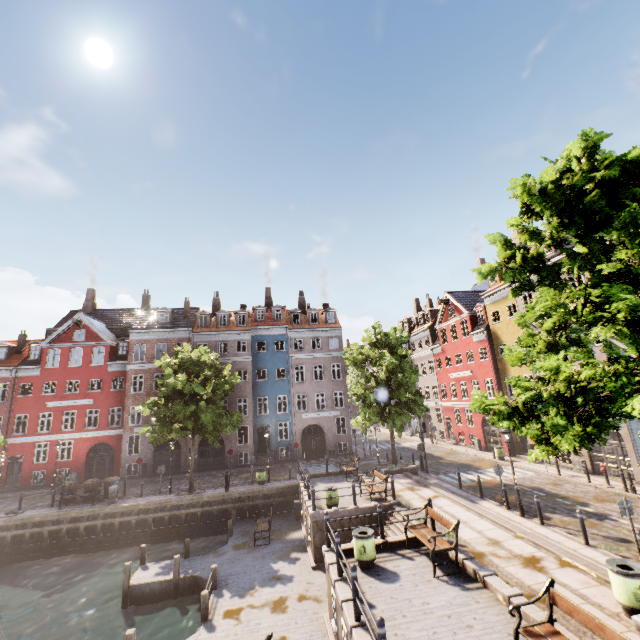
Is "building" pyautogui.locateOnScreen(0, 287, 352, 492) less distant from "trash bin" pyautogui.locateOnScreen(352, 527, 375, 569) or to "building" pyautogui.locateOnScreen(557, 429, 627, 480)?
"building" pyautogui.locateOnScreen(557, 429, 627, 480)

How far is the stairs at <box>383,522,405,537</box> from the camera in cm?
1352

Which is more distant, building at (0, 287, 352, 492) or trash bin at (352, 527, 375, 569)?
building at (0, 287, 352, 492)

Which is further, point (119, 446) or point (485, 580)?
point (119, 446)

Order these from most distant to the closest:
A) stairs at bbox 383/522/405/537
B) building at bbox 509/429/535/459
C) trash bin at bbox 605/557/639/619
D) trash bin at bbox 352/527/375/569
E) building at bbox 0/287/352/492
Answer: building at bbox 0/287/352/492 < building at bbox 509/429/535/459 < stairs at bbox 383/522/405/537 < trash bin at bbox 352/527/375/569 < trash bin at bbox 605/557/639/619

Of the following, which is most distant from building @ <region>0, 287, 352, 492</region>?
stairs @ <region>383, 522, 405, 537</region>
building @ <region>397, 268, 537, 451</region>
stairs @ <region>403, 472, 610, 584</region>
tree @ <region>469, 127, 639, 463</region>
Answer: stairs @ <region>383, 522, 405, 537</region>

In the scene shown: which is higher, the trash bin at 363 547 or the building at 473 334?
the building at 473 334

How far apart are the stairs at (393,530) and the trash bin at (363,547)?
1.8m
